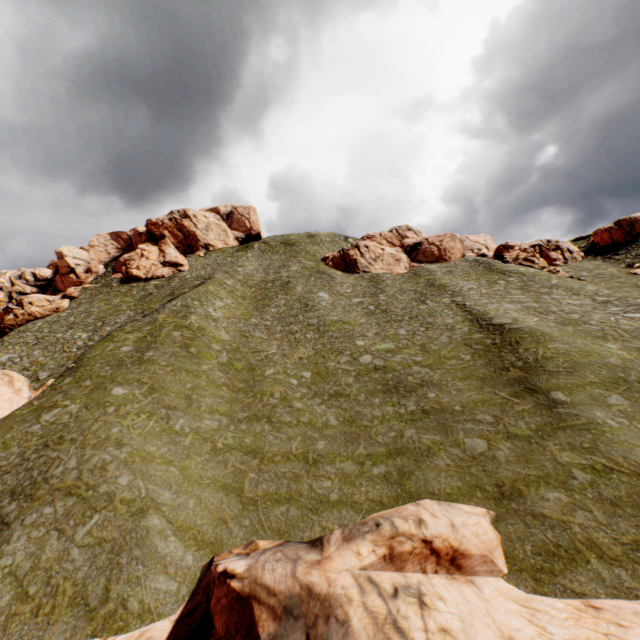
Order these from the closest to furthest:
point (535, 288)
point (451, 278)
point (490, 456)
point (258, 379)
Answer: point (490, 456) → point (258, 379) → point (535, 288) → point (451, 278)

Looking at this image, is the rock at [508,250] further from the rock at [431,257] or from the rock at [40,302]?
the rock at [40,302]

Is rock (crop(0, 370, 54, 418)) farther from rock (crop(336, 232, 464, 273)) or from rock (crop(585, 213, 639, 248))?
rock (crop(336, 232, 464, 273))

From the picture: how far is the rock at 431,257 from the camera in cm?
5494

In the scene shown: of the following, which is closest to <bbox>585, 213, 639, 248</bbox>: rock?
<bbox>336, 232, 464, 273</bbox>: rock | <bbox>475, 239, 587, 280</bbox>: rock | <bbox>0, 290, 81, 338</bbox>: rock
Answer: <bbox>475, 239, 587, 280</bbox>: rock

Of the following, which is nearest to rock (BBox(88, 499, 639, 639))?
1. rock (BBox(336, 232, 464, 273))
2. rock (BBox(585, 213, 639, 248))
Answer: rock (BBox(585, 213, 639, 248))
